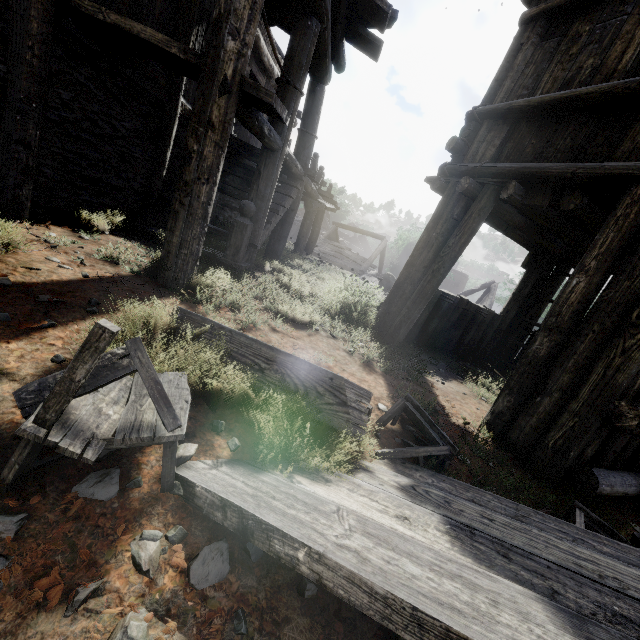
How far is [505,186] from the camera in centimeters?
414cm

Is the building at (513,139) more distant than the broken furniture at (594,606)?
Yes

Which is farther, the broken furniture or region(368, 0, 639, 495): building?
region(368, 0, 639, 495): building
